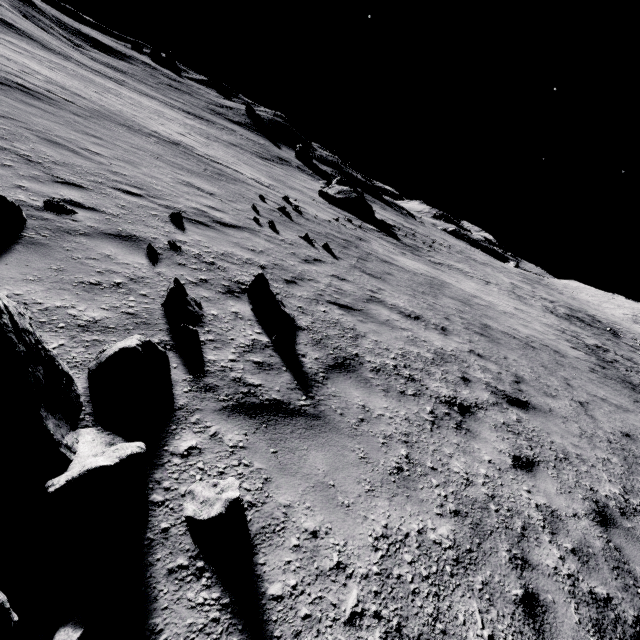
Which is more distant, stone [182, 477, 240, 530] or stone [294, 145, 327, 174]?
stone [294, 145, 327, 174]

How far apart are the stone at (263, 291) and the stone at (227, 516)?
2.9 meters

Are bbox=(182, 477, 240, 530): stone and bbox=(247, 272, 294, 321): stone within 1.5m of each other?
no

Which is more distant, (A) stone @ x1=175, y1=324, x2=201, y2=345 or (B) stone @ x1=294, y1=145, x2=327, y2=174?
(B) stone @ x1=294, y1=145, x2=327, y2=174

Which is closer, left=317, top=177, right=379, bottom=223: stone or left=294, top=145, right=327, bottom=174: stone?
left=317, top=177, right=379, bottom=223: stone

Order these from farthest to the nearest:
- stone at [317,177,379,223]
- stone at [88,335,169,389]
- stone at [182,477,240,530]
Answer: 1. stone at [317,177,379,223]
2. stone at [88,335,169,389]
3. stone at [182,477,240,530]

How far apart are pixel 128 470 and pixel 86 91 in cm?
2483

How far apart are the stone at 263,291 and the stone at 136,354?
1.99m
